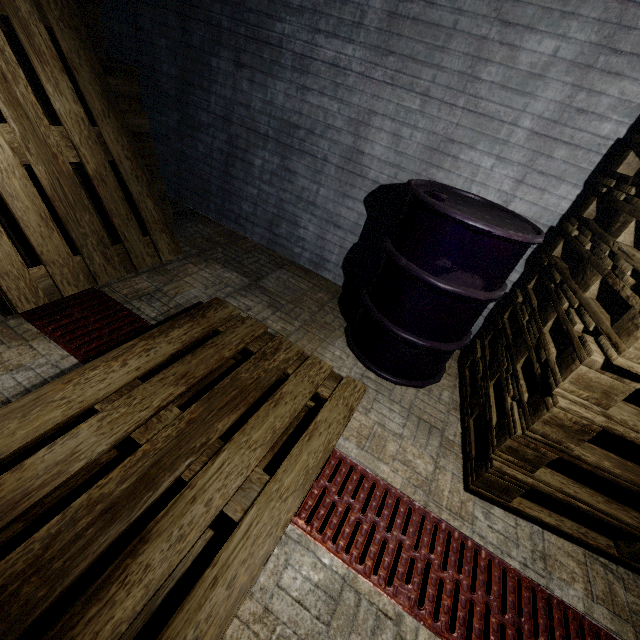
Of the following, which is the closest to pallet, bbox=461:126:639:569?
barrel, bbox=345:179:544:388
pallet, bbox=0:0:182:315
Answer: barrel, bbox=345:179:544:388

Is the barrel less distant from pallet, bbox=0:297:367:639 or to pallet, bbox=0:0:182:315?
pallet, bbox=0:297:367:639

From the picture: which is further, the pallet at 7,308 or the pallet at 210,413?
the pallet at 7,308

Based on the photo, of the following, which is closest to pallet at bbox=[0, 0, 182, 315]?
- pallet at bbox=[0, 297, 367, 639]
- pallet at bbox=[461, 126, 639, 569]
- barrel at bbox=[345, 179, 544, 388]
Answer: pallet at bbox=[0, 297, 367, 639]

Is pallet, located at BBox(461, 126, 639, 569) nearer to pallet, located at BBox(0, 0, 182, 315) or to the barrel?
the barrel

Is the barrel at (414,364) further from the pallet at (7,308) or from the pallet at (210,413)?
the pallet at (7,308)

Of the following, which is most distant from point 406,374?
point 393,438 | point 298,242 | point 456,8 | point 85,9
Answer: point 85,9
